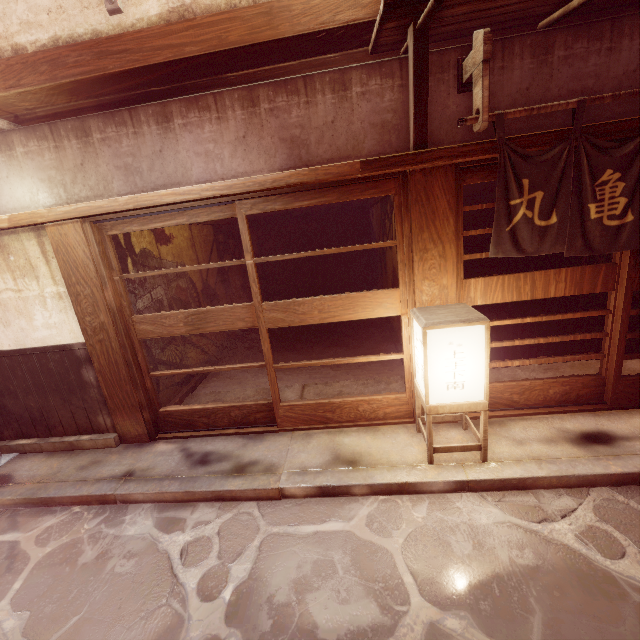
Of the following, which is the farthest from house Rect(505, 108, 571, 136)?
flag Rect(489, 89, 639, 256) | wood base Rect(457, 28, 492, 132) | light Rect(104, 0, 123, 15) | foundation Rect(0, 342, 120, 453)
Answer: foundation Rect(0, 342, 120, 453)

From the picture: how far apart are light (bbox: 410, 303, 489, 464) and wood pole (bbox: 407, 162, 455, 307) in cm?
18

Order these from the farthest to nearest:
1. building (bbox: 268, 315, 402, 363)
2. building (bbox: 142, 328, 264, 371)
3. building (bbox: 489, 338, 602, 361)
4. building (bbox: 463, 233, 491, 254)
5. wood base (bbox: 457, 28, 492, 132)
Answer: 1. building (bbox: 463, 233, 491, 254)
2. building (bbox: 268, 315, 402, 363)
3. building (bbox: 489, 338, 602, 361)
4. building (bbox: 142, 328, 264, 371)
5. wood base (bbox: 457, 28, 492, 132)

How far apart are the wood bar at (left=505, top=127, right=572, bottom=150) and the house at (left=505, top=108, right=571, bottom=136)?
0.23m

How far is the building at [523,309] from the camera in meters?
13.0

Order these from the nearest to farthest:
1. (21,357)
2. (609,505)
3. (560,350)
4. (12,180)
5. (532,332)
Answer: (609,505) < (12,180) < (21,357) < (560,350) < (532,332)

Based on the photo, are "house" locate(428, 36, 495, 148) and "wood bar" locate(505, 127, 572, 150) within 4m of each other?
yes

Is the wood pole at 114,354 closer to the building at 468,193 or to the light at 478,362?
the light at 478,362
